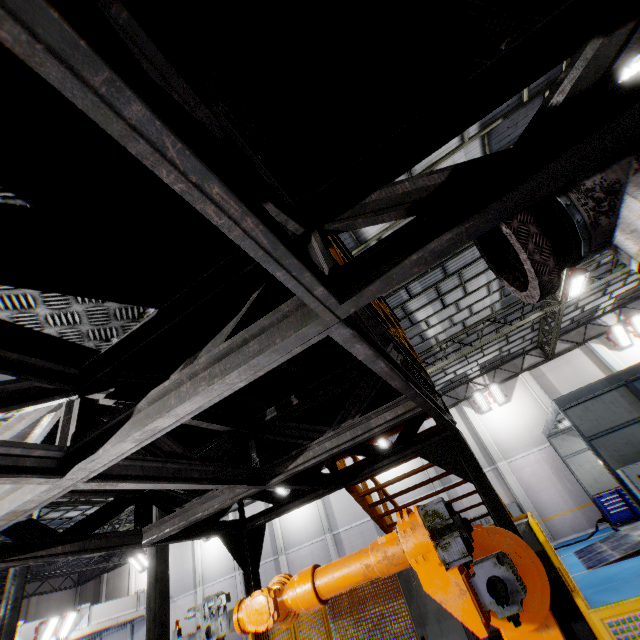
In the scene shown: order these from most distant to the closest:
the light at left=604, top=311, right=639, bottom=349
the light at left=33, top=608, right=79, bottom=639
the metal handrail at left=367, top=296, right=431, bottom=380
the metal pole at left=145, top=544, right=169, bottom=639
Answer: the light at left=33, top=608, right=79, bottom=639, the light at left=604, top=311, right=639, bottom=349, the metal pole at left=145, top=544, right=169, bottom=639, the metal handrail at left=367, top=296, right=431, bottom=380

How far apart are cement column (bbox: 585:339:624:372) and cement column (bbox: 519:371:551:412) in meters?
3.3

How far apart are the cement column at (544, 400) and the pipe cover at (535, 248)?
21.05m

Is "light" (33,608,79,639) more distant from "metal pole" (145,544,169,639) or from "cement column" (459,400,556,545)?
"cement column" (459,400,556,545)

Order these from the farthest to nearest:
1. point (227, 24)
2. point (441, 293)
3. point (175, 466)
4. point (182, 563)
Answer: point (182, 563)
point (441, 293)
point (175, 466)
point (227, 24)

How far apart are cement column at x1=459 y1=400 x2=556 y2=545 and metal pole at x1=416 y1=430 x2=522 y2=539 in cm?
1734

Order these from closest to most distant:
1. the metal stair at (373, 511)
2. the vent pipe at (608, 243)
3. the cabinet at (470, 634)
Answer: the vent pipe at (608, 243) < the cabinet at (470, 634) < the metal stair at (373, 511)

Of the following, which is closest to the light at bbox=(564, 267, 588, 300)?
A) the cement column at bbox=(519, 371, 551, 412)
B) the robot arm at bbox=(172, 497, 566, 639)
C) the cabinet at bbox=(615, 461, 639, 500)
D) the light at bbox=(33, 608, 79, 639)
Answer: the cabinet at bbox=(615, 461, 639, 500)
